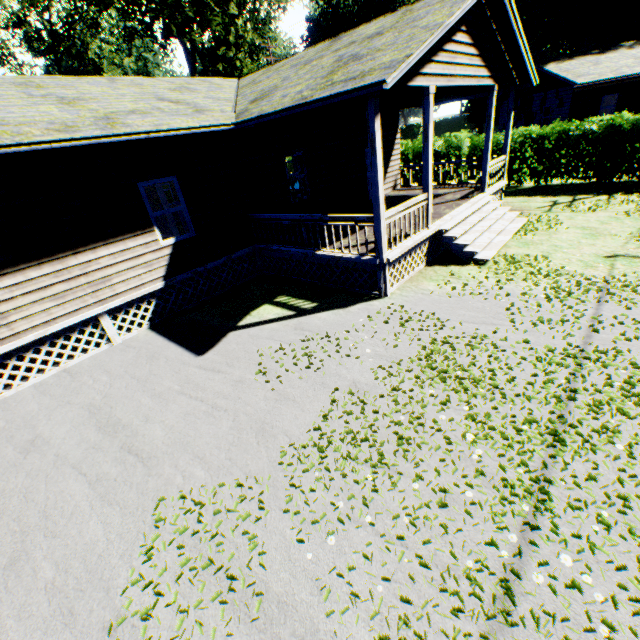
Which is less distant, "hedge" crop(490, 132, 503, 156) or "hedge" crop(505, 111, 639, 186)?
"hedge" crop(505, 111, 639, 186)

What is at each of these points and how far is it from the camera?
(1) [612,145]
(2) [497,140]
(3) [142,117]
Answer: (1) hedge, 13.9m
(2) hedge, 16.7m
(3) house, 7.4m

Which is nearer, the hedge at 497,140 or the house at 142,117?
the house at 142,117

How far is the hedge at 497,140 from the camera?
16.47m

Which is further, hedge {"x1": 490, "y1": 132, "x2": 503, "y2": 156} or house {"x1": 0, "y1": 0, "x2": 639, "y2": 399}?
hedge {"x1": 490, "y1": 132, "x2": 503, "y2": 156}

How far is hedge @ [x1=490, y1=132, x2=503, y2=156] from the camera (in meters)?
16.47

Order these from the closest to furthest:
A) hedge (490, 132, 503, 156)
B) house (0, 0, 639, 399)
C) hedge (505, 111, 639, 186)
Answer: house (0, 0, 639, 399) < hedge (505, 111, 639, 186) < hedge (490, 132, 503, 156)
